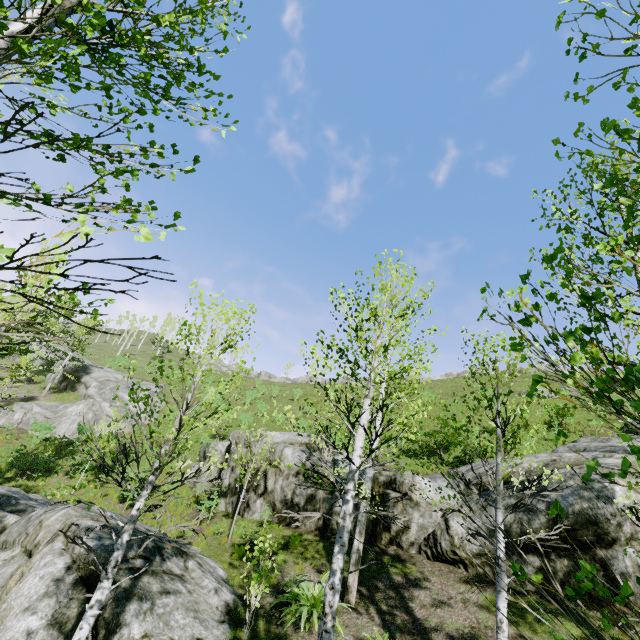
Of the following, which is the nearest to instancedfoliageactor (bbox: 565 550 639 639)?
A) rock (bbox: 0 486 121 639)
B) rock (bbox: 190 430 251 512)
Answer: rock (bbox: 0 486 121 639)

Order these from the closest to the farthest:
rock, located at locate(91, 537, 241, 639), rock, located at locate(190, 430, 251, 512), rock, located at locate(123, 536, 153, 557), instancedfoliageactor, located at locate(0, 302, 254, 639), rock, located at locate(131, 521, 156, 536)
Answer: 1. instancedfoliageactor, located at locate(0, 302, 254, 639)
2. rock, located at locate(91, 537, 241, 639)
3. rock, located at locate(123, 536, 153, 557)
4. rock, located at locate(131, 521, 156, 536)
5. rock, located at locate(190, 430, 251, 512)

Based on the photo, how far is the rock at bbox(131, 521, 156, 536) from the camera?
8.18m

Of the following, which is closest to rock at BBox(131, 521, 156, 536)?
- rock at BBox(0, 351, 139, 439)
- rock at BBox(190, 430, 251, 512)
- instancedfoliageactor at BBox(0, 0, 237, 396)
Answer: instancedfoliageactor at BBox(0, 0, 237, 396)

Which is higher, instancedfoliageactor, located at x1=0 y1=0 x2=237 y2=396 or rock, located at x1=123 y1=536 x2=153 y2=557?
instancedfoliageactor, located at x1=0 y1=0 x2=237 y2=396

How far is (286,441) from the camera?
16.98m

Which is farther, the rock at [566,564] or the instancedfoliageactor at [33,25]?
the rock at [566,564]

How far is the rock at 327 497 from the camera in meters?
13.5 m
